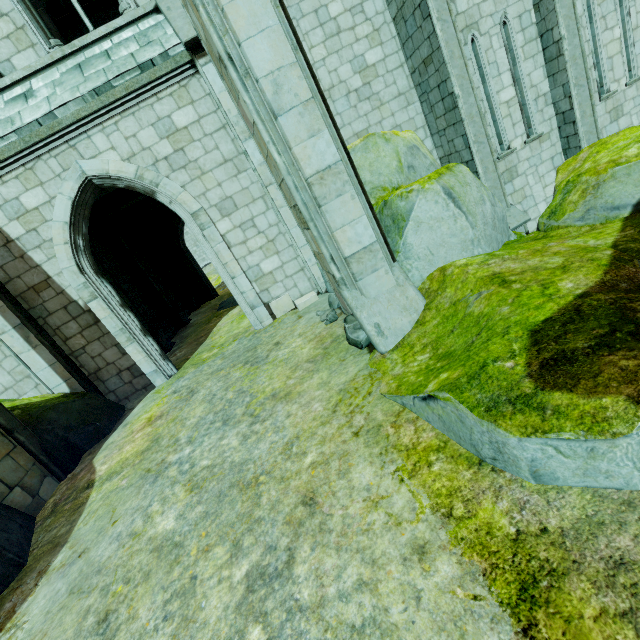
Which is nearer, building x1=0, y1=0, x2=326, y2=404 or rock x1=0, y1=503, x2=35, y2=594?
rock x1=0, y1=503, x2=35, y2=594

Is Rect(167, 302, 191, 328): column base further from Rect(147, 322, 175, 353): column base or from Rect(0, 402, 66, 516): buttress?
Rect(0, 402, 66, 516): buttress

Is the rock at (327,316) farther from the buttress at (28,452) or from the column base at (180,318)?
the column base at (180,318)

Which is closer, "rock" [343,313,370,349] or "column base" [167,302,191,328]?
"rock" [343,313,370,349]

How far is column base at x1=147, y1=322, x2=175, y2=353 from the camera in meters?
11.5 m

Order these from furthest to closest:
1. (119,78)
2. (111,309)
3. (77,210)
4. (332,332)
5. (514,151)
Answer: (514,151) → (111,309) → (77,210) → (119,78) → (332,332)

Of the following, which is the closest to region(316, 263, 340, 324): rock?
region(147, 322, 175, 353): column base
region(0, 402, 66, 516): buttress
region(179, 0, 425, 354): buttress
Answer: region(179, 0, 425, 354): buttress

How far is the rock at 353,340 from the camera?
4.66m
